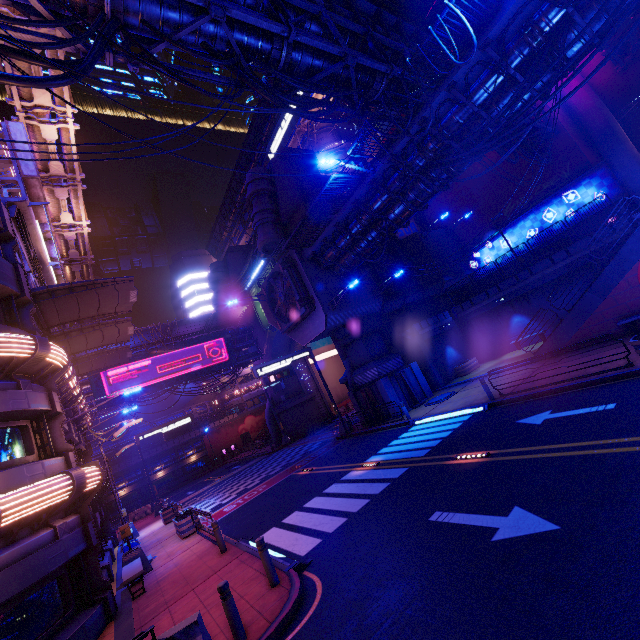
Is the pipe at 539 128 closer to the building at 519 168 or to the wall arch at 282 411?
the building at 519 168

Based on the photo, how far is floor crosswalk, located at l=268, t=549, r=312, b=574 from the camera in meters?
8.1 m

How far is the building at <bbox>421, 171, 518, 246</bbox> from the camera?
29.97m

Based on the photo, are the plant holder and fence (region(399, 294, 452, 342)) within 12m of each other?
yes

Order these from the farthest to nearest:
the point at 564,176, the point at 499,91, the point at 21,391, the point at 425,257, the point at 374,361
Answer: the point at 425,257 < the point at 564,176 < the point at 374,361 < the point at 499,91 < the point at 21,391

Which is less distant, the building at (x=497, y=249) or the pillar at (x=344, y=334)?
the pillar at (x=344, y=334)

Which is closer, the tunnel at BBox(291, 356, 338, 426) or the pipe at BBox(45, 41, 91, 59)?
the pipe at BBox(45, 41, 91, 59)

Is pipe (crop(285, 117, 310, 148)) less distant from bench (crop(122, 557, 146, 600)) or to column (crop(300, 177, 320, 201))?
column (crop(300, 177, 320, 201))
